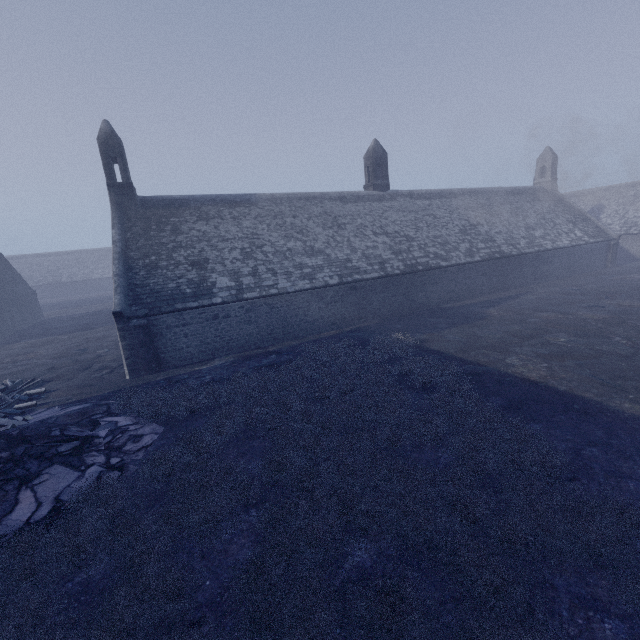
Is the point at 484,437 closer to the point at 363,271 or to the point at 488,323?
the point at 488,323
